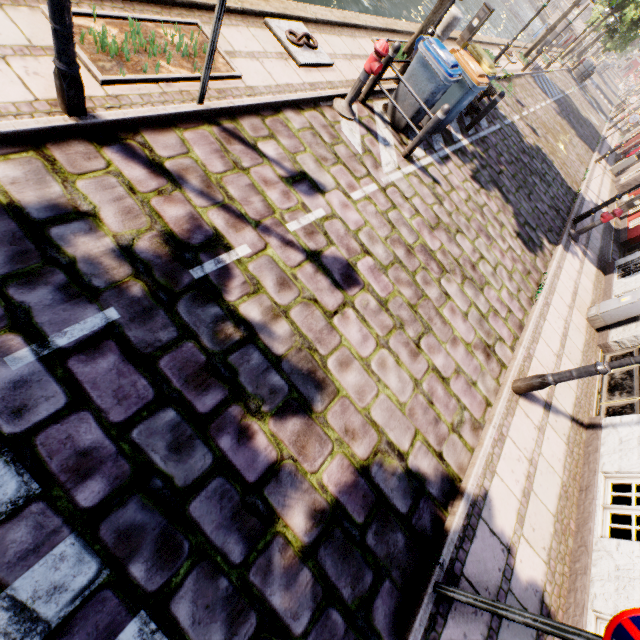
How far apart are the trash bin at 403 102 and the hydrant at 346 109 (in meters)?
1.07

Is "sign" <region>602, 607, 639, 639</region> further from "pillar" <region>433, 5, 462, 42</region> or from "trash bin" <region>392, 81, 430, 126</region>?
Answer: "pillar" <region>433, 5, 462, 42</region>

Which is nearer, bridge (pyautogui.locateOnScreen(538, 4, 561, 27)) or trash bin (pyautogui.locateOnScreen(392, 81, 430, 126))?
trash bin (pyautogui.locateOnScreen(392, 81, 430, 126))

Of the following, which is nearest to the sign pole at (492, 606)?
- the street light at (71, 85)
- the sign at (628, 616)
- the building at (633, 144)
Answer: the sign at (628, 616)

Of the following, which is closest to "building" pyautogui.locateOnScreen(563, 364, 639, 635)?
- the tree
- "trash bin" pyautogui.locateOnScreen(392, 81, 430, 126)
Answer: the tree

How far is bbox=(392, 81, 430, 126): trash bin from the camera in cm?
639

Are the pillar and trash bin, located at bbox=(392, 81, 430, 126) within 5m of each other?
yes

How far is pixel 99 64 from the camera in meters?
3.5
